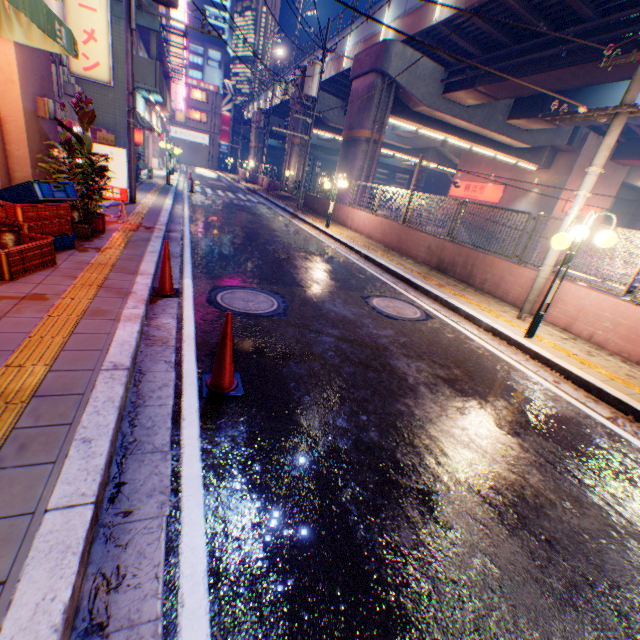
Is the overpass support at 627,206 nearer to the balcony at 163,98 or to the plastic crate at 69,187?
the balcony at 163,98

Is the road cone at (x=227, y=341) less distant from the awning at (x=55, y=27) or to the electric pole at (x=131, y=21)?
the awning at (x=55, y=27)

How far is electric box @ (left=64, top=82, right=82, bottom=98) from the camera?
11.7m

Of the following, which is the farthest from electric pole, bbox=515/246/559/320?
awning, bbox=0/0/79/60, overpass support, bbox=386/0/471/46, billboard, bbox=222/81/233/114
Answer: billboard, bbox=222/81/233/114

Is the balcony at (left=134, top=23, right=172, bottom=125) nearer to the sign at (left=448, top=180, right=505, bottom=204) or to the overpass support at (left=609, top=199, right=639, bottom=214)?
the overpass support at (left=609, top=199, right=639, bottom=214)

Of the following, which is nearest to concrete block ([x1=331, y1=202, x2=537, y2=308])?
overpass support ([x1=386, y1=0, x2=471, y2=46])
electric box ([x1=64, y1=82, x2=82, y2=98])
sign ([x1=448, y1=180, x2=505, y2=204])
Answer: overpass support ([x1=386, y1=0, x2=471, y2=46])

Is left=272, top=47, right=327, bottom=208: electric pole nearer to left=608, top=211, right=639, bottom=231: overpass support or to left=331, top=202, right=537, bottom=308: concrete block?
left=331, top=202, right=537, bottom=308: concrete block

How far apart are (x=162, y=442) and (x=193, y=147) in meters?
64.8 m
